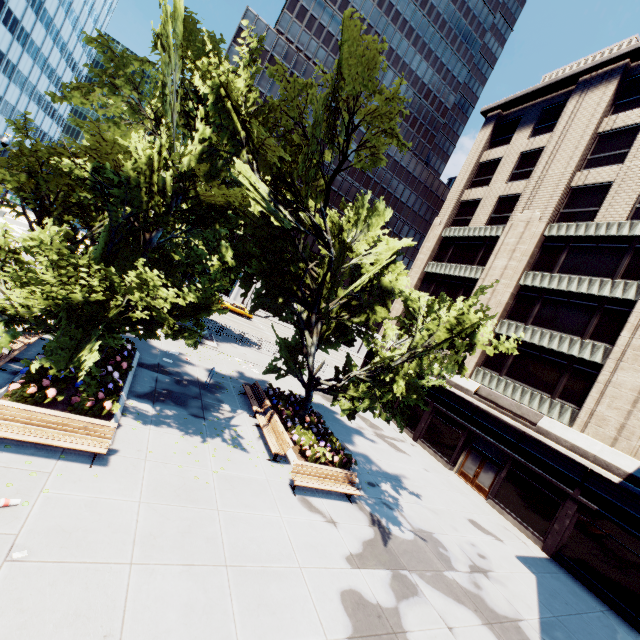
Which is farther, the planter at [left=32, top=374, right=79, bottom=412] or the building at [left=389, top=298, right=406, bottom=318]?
the building at [left=389, top=298, right=406, bottom=318]

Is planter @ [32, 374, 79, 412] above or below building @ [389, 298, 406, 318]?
below

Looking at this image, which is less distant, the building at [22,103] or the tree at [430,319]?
the tree at [430,319]

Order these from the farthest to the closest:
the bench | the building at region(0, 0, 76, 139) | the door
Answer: the building at region(0, 0, 76, 139) < the door < the bench

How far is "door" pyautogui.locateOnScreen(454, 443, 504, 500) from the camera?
19.6m

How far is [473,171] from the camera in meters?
31.7

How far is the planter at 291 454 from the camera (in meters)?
12.87

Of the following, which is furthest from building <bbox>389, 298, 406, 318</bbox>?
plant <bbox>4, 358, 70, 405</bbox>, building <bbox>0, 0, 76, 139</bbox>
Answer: building <bbox>0, 0, 76, 139</bbox>
